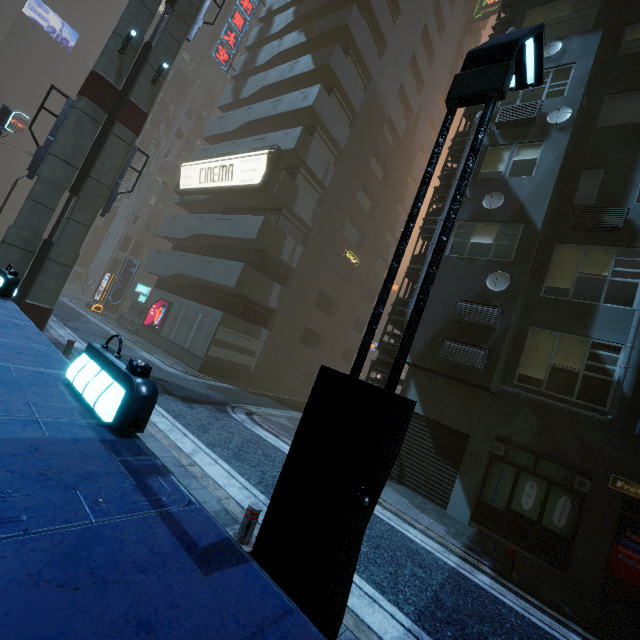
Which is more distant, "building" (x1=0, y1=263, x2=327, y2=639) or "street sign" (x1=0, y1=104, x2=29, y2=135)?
"street sign" (x1=0, y1=104, x2=29, y2=135)

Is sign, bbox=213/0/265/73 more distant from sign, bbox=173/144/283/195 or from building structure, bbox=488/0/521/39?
building structure, bbox=488/0/521/39

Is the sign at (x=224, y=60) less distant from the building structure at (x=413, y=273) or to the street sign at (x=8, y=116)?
the street sign at (x=8, y=116)

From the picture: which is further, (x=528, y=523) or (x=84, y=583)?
(x=528, y=523)

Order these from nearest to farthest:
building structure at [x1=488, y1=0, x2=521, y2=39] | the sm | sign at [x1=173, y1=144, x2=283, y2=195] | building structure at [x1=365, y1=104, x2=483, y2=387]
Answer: the sm < building structure at [x1=365, y1=104, x2=483, y2=387] < building structure at [x1=488, y1=0, x2=521, y2=39] < sign at [x1=173, y1=144, x2=283, y2=195]

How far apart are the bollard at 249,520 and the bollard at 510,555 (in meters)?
6.19

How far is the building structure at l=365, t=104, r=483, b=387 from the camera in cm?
1268

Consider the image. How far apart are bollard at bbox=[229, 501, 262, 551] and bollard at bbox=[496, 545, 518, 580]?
6.2 meters
